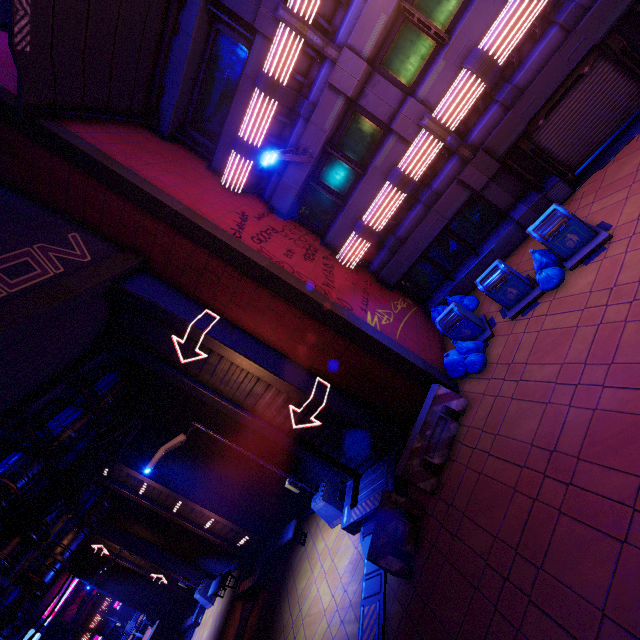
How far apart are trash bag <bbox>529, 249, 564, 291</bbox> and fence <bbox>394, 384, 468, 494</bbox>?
3.3m

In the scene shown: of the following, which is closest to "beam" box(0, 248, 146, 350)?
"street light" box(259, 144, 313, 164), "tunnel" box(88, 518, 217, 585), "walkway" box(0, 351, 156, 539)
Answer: "walkway" box(0, 351, 156, 539)

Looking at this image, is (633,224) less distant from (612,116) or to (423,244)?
(612,116)

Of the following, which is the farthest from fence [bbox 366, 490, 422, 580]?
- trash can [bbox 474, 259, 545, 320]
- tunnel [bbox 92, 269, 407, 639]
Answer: trash can [bbox 474, 259, 545, 320]

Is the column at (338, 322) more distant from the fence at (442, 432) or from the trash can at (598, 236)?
the trash can at (598, 236)

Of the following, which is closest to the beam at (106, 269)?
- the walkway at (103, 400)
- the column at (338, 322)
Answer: the column at (338, 322)

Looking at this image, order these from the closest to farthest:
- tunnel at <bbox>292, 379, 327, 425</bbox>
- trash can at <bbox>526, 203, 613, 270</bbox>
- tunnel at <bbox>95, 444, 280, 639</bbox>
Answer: trash can at <bbox>526, 203, 613, 270</bbox> < tunnel at <bbox>292, 379, 327, 425</bbox> < tunnel at <bbox>95, 444, 280, 639</bbox>

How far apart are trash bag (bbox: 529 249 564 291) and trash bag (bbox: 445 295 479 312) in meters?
2.1 m
